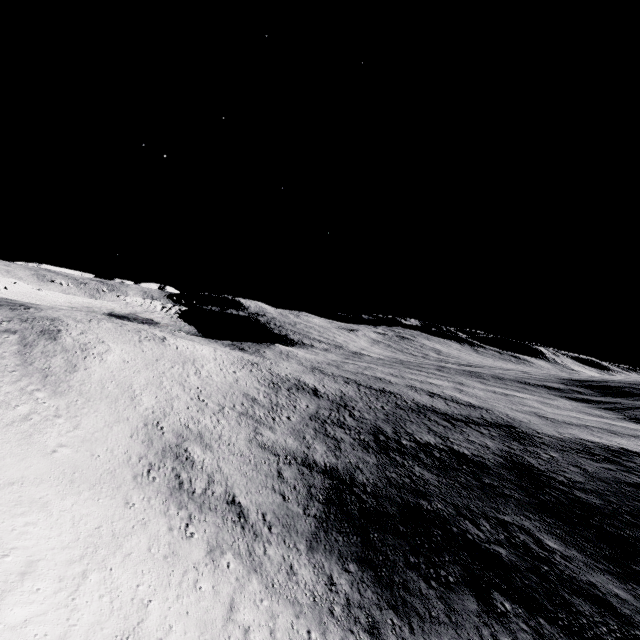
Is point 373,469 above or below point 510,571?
above
